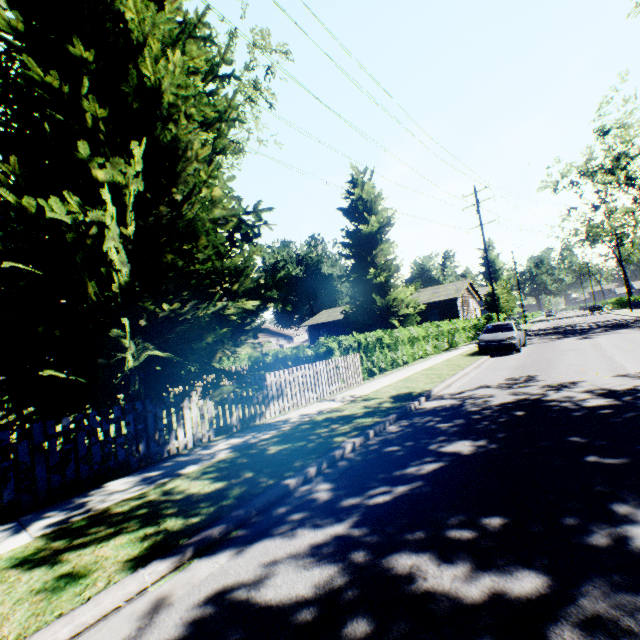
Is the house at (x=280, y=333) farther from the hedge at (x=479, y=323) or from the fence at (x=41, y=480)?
the fence at (x=41, y=480)

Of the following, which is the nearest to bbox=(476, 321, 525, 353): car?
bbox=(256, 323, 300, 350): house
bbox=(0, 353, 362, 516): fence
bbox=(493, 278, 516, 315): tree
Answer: bbox=(0, 353, 362, 516): fence

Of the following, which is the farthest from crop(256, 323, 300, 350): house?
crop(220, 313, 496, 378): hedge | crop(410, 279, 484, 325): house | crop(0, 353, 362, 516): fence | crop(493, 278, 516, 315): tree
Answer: crop(493, 278, 516, 315): tree

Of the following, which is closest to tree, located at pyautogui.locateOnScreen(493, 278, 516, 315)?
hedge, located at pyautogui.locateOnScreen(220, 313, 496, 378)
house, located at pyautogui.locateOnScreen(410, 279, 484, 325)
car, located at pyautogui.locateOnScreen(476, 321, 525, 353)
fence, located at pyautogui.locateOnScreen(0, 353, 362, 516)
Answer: house, located at pyautogui.locateOnScreen(410, 279, 484, 325)

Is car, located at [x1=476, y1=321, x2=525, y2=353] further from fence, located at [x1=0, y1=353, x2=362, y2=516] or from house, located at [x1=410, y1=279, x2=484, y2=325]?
house, located at [x1=410, y1=279, x2=484, y2=325]

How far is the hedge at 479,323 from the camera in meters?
12.5

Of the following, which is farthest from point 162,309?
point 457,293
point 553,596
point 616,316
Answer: point 616,316

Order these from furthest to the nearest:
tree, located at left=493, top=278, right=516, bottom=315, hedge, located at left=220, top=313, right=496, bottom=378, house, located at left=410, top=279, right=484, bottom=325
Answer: tree, located at left=493, top=278, right=516, bottom=315
house, located at left=410, top=279, right=484, bottom=325
hedge, located at left=220, top=313, right=496, bottom=378
